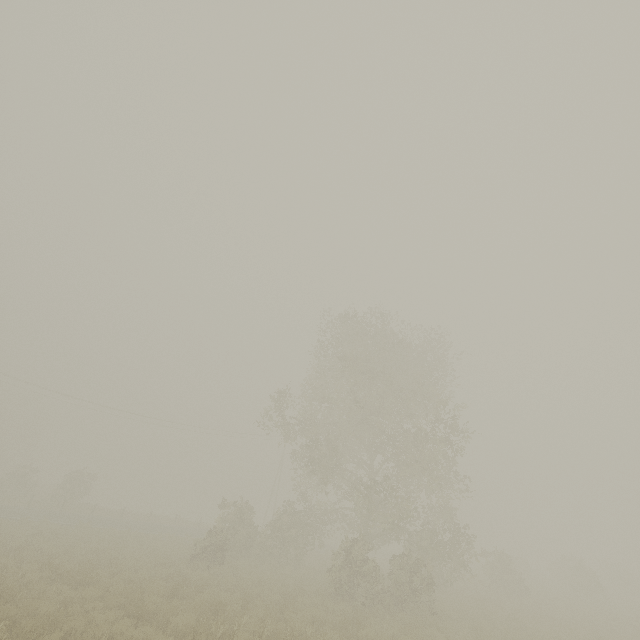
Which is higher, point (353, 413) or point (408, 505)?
point (353, 413)
